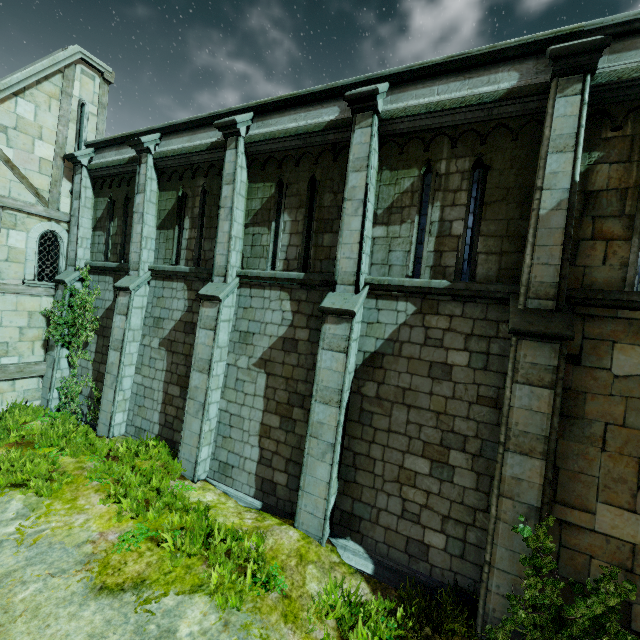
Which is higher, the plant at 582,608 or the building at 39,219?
the building at 39,219

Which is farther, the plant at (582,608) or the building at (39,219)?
Answer: the building at (39,219)

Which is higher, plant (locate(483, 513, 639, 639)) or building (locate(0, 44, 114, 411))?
building (locate(0, 44, 114, 411))

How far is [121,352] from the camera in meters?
9.9

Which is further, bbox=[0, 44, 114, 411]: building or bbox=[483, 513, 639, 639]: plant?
bbox=[0, 44, 114, 411]: building
